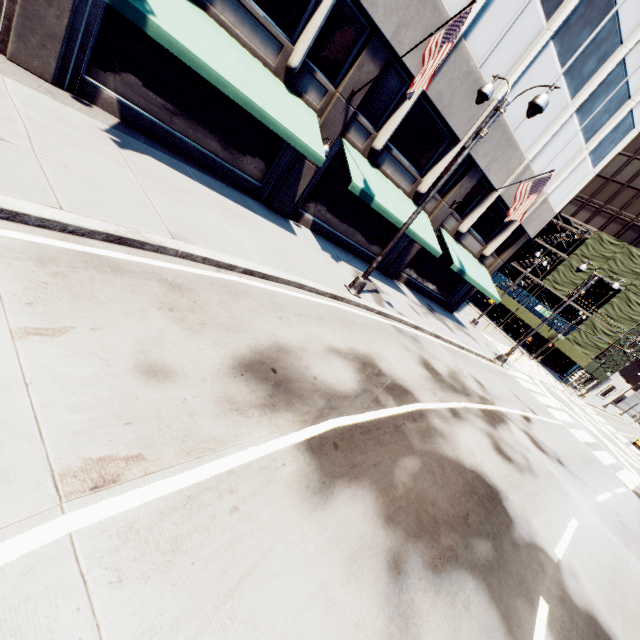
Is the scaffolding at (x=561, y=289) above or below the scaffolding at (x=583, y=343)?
above

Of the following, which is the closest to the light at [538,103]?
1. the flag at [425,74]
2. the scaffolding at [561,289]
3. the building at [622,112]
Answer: the flag at [425,74]

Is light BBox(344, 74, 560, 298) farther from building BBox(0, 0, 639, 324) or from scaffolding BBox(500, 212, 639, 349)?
scaffolding BBox(500, 212, 639, 349)

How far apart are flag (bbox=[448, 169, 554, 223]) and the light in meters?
6.3 m

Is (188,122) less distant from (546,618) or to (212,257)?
(212,257)

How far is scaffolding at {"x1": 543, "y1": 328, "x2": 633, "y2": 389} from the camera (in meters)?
35.53

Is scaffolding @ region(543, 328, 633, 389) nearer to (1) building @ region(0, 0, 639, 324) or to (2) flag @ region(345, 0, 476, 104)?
(1) building @ region(0, 0, 639, 324)

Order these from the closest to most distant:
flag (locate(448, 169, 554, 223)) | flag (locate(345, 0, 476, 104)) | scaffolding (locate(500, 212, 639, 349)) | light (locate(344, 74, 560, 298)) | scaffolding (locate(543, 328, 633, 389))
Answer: light (locate(344, 74, 560, 298)) → flag (locate(345, 0, 476, 104)) → flag (locate(448, 169, 554, 223)) → scaffolding (locate(500, 212, 639, 349)) → scaffolding (locate(543, 328, 633, 389))
